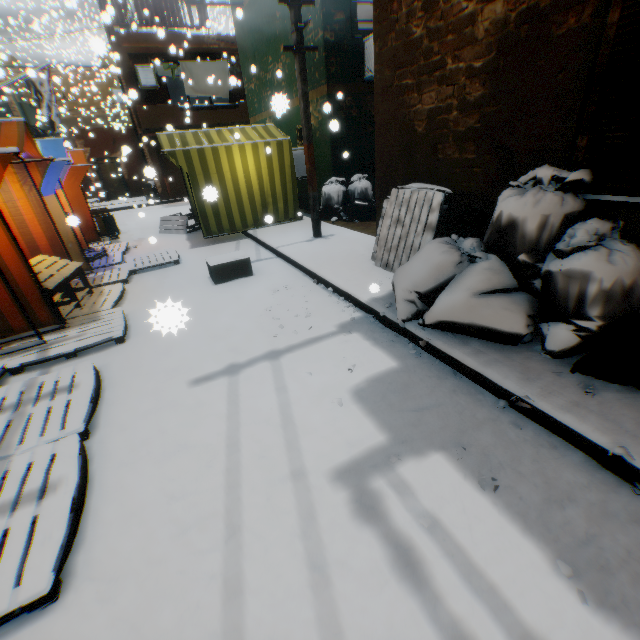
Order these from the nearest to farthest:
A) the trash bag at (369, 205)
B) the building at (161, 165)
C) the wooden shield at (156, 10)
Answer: the trash bag at (369, 205)
the building at (161, 165)
the wooden shield at (156, 10)

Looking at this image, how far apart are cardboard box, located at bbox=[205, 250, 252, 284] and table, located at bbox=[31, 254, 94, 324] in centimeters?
126cm

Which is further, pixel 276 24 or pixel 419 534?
pixel 276 24

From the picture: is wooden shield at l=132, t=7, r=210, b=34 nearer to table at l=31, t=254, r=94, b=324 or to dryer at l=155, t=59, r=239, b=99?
dryer at l=155, t=59, r=239, b=99

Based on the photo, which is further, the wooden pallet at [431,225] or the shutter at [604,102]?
the wooden pallet at [431,225]

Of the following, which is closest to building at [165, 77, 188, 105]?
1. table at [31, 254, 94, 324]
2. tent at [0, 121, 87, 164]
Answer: tent at [0, 121, 87, 164]

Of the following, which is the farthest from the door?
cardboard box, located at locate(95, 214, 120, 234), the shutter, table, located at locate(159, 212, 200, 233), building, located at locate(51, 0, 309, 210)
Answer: the shutter

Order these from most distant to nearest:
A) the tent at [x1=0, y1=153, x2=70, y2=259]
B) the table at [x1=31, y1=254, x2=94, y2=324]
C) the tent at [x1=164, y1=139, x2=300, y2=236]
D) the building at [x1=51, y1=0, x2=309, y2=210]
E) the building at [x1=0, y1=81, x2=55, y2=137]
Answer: the building at [x1=0, y1=81, x2=55, y2=137]
the building at [x1=51, y1=0, x2=309, y2=210]
the tent at [x1=164, y1=139, x2=300, y2=236]
the tent at [x1=0, y1=153, x2=70, y2=259]
the table at [x1=31, y1=254, x2=94, y2=324]
